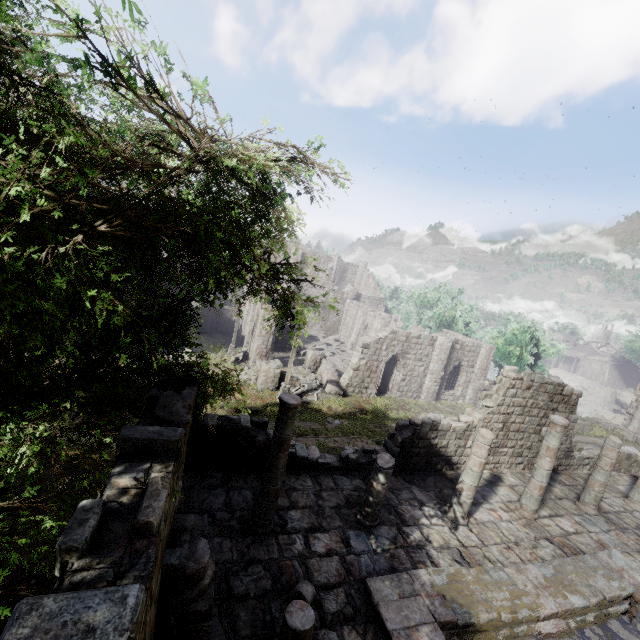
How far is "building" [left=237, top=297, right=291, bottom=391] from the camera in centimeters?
2305cm

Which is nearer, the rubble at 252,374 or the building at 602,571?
the building at 602,571

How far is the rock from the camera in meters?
51.1 m

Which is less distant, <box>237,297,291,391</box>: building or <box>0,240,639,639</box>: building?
<box>0,240,639,639</box>: building

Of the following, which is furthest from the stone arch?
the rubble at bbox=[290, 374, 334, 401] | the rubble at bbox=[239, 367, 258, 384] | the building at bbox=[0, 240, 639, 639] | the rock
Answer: the rubble at bbox=[239, 367, 258, 384]

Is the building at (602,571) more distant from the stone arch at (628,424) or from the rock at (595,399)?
the stone arch at (628,424)

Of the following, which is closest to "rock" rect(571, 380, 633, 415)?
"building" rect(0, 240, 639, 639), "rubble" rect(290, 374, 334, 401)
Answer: "building" rect(0, 240, 639, 639)

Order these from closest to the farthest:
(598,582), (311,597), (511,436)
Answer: (311,597)
(598,582)
(511,436)
